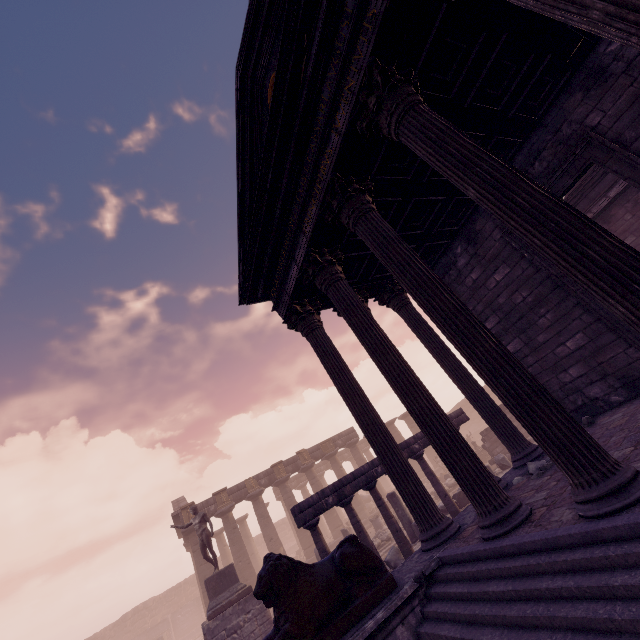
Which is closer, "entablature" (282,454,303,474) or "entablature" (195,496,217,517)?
"entablature" (195,496,217,517)

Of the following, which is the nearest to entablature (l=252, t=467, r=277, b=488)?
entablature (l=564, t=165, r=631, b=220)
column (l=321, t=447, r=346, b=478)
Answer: column (l=321, t=447, r=346, b=478)

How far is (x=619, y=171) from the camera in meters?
5.6 m

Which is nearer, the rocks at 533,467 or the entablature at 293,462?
the rocks at 533,467

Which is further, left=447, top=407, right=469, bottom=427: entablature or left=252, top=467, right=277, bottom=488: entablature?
left=252, top=467, right=277, bottom=488: entablature

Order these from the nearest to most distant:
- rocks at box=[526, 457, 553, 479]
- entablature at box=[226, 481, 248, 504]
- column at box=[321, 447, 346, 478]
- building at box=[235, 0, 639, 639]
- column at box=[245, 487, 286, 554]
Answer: building at box=[235, 0, 639, 639] → rocks at box=[526, 457, 553, 479] → column at box=[245, 487, 286, 554] → entablature at box=[226, 481, 248, 504] → column at box=[321, 447, 346, 478]

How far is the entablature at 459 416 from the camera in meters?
12.3

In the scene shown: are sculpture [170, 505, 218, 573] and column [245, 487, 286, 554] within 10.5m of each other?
yes
